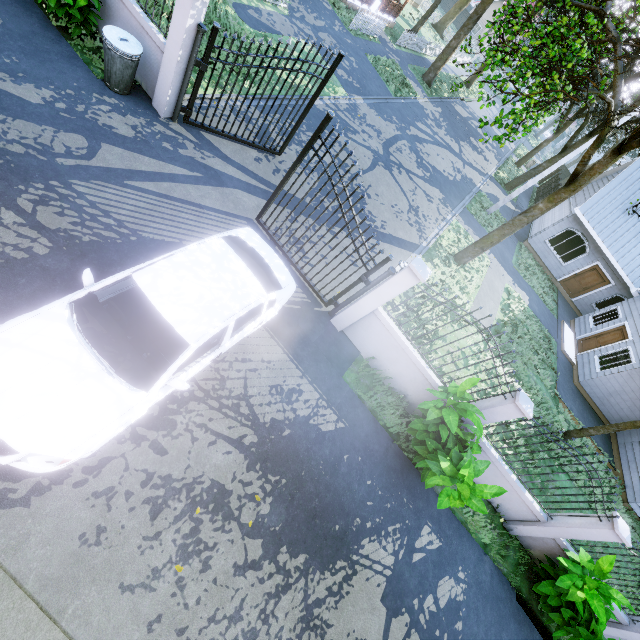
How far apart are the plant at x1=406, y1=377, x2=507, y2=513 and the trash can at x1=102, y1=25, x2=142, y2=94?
8.7 meters

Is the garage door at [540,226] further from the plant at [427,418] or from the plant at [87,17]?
the plant at [87,17]

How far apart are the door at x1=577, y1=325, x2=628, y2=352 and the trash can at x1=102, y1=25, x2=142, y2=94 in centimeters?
2059cm

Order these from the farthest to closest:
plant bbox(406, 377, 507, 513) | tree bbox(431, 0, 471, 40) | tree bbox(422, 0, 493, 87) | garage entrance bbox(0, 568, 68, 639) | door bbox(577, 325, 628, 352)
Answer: tree bbox(431, 0, 471, 40) < tree bbox(422, 0, 493, 87) < door bbox(577, 325, 628, 352) < plant bbox(406, 377, 507, 513) < garage entrance bbox(0, 568, 68, 639)

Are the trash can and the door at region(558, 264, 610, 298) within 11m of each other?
no

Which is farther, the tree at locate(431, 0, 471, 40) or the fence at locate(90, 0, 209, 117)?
the tree at locate(431, 0, 471, 40)

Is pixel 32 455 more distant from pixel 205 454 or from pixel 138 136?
pixel 138 136

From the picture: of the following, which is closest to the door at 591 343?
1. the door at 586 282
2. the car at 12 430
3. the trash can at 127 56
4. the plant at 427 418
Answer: the door at 586 282
